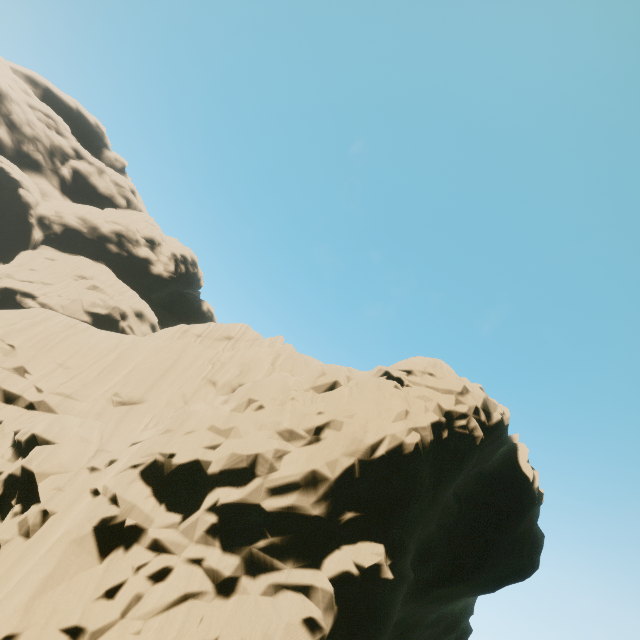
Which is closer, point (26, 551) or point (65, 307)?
point (26, 551)
